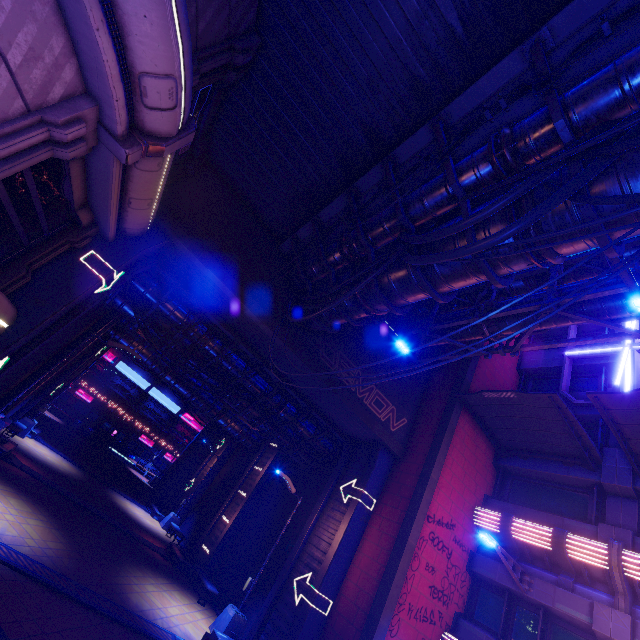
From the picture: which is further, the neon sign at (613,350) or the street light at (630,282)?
the neon sign at (613,350)

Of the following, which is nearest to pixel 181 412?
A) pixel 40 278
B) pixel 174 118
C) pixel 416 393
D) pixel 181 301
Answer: pixel 181 301

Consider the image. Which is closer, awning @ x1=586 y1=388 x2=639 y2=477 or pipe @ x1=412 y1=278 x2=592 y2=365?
awning @ x1=586 y1=388 x2=639 y2=477

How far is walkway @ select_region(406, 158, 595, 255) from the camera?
5.6 meters

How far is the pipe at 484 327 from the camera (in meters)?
10.94

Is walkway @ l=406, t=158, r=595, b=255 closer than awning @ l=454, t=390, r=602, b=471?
Yes

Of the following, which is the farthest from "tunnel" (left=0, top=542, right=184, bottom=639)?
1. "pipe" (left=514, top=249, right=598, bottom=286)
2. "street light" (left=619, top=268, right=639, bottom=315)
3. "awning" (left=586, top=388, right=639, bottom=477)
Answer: "street light" (left=619, top=268, right=639, bottom=315)

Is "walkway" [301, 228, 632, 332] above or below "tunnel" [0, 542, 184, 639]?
above
